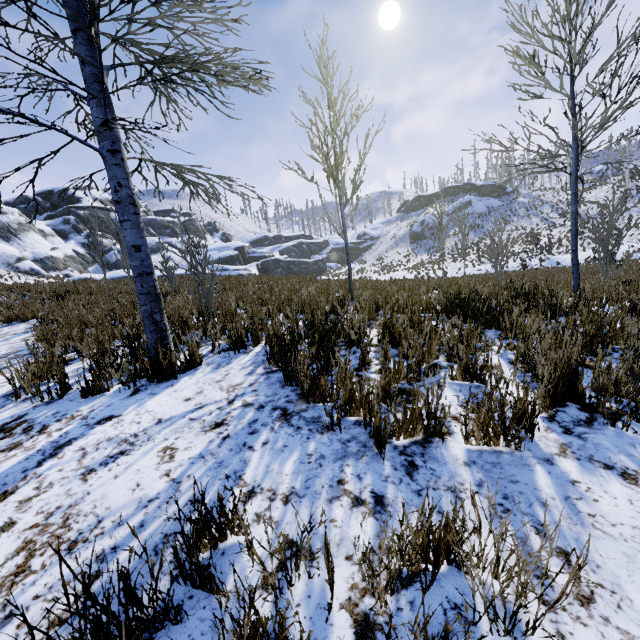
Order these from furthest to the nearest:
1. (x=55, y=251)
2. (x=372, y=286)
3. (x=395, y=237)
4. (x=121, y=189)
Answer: (x=395, y=237)
(x=55, y=251)
(x=372, y=286)
(x=121, y=189)

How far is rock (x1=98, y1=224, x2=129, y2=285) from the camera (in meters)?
13.53

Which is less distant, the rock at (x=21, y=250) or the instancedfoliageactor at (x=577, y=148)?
the instancedfoliageactor at (x=577, y=148)

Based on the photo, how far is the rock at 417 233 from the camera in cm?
5149

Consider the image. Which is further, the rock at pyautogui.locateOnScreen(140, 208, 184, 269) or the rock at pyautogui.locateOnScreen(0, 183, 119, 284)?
the rock at pyautogui.locateOnScreen(140, 208, 184, 269)

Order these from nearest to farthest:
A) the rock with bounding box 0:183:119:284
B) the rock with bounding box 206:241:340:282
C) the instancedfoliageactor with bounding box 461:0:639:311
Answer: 1. the instancedfoliageactor with bounding box 461:0:639:311
2. the rock with bounding box 206:241:340:282
3. the rock with bounding box 0:183:119:284
